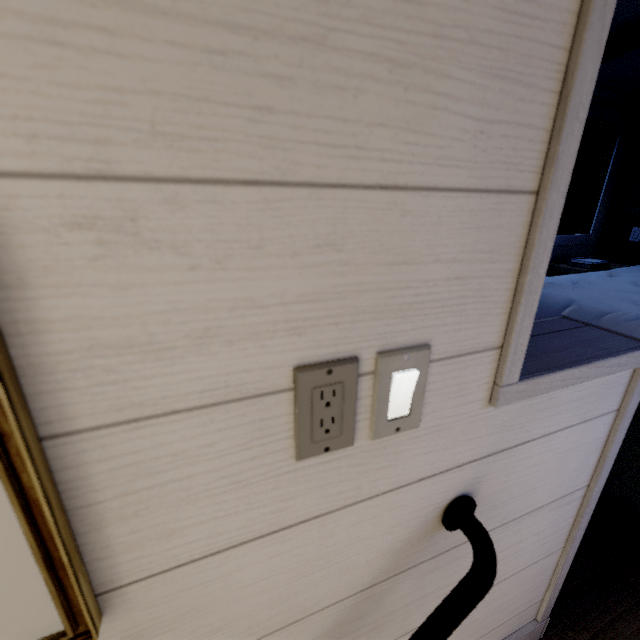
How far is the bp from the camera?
0.41m

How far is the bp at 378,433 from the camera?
0.4 meters

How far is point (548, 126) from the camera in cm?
39
